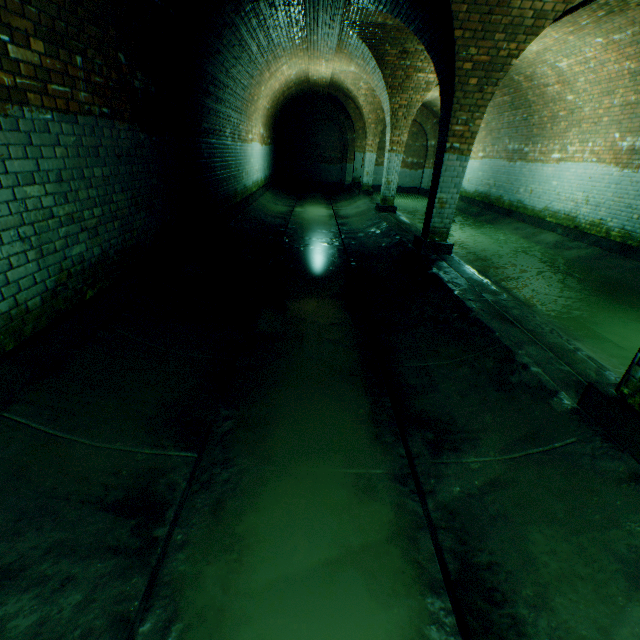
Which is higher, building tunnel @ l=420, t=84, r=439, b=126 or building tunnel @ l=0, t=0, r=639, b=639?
building tunnel @ l=420, t=84, r=439, b=126

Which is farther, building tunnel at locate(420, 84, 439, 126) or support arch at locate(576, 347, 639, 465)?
building tunnel at locate(420, 84, 439, 126)

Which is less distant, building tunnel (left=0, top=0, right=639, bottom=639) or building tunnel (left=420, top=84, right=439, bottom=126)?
building tunnel (left=0, top=0, right=639, bottom=639)

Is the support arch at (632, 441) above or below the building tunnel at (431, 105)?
below

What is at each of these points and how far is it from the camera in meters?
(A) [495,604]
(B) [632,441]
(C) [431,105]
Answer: (A) building tunnel, 1.7
(B) support arch, 2.2
(C) building tunnel, 16.8

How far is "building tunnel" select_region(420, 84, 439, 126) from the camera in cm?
1366

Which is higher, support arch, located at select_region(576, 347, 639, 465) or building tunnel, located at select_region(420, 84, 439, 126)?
building tunnel, located at select_region(420, 84, 439, 126)

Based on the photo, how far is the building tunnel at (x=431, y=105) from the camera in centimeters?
1366cm
